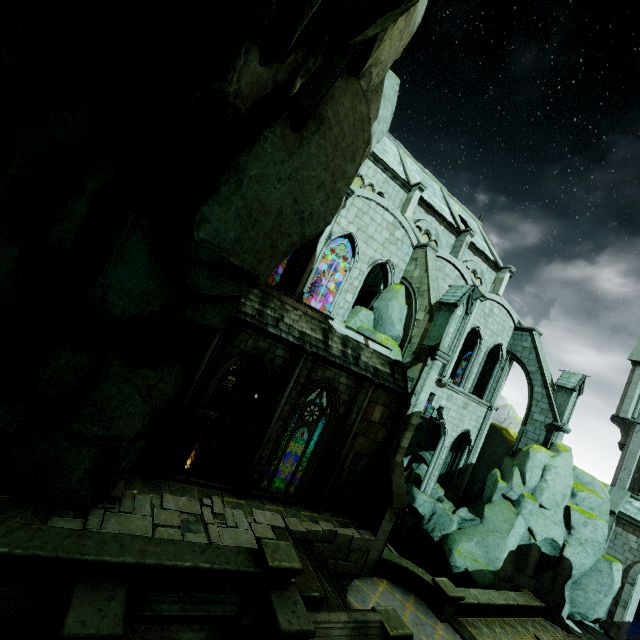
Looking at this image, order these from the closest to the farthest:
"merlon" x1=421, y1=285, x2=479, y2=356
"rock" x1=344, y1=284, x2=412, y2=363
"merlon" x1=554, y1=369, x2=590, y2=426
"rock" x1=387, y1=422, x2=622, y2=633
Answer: "merlon" x1=421, y1=285, x2=479, y2=356
"rock" x1=344, y1=284, x2=412, y2=363
"rock" x1=387, y1=422, x2=622, y2=633
"merlon" x1=554, y1=369, x2=590, y2=426

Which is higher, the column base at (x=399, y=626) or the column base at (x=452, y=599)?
the column base at (x=399, y=626)

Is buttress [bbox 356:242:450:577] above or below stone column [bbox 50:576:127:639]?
above

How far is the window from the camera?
11.2m

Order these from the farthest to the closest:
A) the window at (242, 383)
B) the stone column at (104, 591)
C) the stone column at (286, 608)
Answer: the window at (242, 383), the stone column at (286, 608), the stone column at (104, 591)

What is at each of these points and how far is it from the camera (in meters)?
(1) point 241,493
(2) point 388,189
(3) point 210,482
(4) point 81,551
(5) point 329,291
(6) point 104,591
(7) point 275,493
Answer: (1) stone column, 11.31
(2) building, 21.75
(3) wall trim, 11.05
(4) wall trim, 5.85
(5) building, 34.94
(6) stone column, 5.83
(7) wall trim, 12.38

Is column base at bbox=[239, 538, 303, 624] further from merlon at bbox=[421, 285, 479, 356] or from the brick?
merlon at bbox=[421, 285, 479, 356]

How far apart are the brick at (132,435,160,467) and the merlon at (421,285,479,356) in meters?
11.2 m
